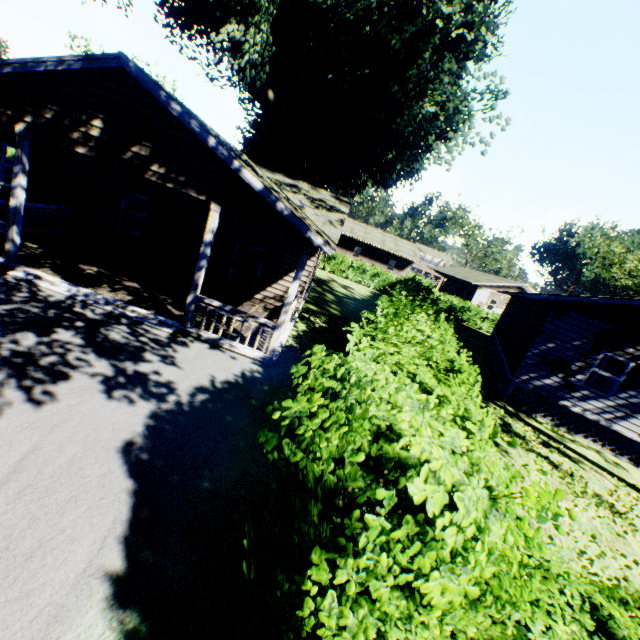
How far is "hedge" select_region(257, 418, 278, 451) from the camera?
2.64m

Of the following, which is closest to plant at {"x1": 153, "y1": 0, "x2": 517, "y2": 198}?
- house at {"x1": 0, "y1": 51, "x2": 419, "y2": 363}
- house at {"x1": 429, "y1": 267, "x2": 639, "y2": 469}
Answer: house at {"x1": 0, "y1": 51, "x2": 419, "y2": 363}

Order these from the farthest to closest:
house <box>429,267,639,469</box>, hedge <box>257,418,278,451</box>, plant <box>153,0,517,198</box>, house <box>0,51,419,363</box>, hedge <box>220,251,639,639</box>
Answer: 1. plant <box>153,0,517,198</box>
2. house <box>429,267,639,469</box>
3. house <box>0,51,419,363</box>
4. hedge <box>257,418,278,451</box>
5. hedge <box>220,251,639,639</box>

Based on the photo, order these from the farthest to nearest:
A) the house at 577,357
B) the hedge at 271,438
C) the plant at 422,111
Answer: the plant at 422,111, the house at 577,357, the hedge at 271,438

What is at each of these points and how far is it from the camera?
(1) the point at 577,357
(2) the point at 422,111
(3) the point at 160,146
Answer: (1) house, 12.57m
(2) plant, 16.67m
(3) house, 7.73m

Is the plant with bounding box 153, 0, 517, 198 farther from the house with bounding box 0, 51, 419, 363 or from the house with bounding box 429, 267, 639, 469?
the house with bounding box 429, 267, 639, 469

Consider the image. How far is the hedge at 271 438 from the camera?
2.6 meters

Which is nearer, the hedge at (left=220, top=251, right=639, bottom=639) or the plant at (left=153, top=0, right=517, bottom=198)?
the hedge at (left=220, top=251, right=639, bottom=639)
